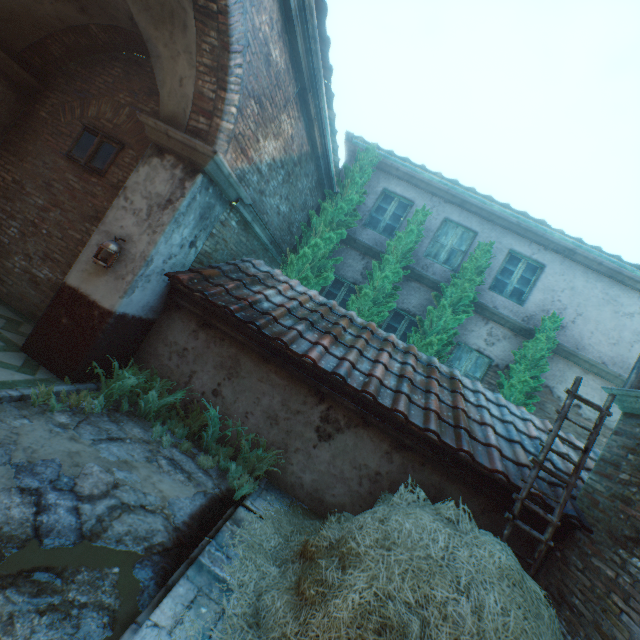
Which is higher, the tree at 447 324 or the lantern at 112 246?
the tree at 447 324

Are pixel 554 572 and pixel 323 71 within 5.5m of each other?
no

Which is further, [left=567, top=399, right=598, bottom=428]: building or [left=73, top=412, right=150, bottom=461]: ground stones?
[left=567, top=399, right=598, bottom=428]: building

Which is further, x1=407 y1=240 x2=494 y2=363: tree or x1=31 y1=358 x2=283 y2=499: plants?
x1=407 y1=240 x2=494 y2=363: tree

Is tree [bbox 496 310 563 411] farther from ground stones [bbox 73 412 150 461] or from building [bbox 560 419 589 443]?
ground stones [bbox 73 412 150 461]

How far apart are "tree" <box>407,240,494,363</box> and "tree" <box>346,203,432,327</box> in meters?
0.7 m

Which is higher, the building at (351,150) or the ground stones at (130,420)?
the building at (351,150)

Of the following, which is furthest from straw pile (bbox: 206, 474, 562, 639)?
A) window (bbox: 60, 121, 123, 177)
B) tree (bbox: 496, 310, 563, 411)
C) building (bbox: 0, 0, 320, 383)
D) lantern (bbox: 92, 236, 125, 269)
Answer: window (bbox: 60, 121, 123, 177)
